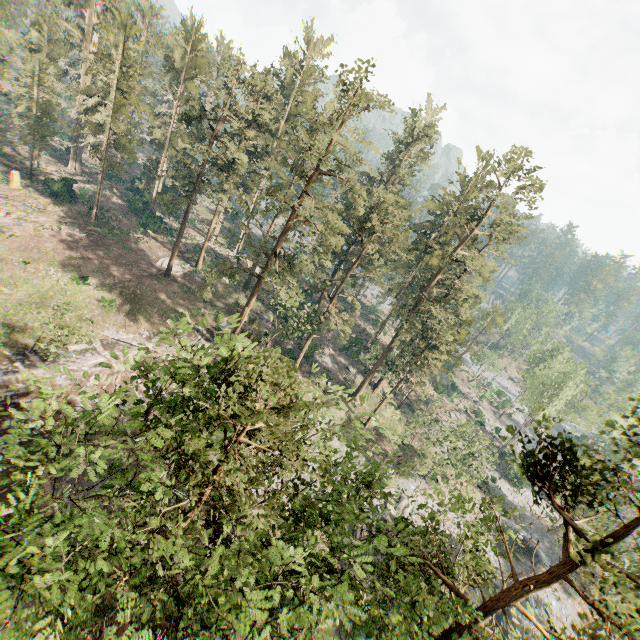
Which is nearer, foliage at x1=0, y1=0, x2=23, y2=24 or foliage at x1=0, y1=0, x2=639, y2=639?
foliage at x1=0, y1=0, x2=639, y2=639

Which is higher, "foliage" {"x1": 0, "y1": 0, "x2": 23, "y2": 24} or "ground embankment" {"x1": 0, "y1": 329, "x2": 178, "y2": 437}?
"foliage" {"x1": 0, "y1": 0, "x2": 23, "y2": 24}

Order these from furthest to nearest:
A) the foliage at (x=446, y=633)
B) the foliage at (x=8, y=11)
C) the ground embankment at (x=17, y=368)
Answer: the foliage at (x=8, y=11) → the ground embankment at (x=17, y=368) → the foliage at (x=446, y=633)

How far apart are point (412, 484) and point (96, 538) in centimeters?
3604cm

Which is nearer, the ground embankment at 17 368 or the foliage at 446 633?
the foliage at 446 633

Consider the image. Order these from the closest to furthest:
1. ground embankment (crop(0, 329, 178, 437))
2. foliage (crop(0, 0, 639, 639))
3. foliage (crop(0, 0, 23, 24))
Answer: foliage (crop(0, 0, 639, 639))
ground embankment (crop(0, 329, 178, 437))
foliage (crop(0, 0, 23, 24))

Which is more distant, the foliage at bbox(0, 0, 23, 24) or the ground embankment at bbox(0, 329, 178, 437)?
the foliage at bbox(0, 0, 23, 24)
